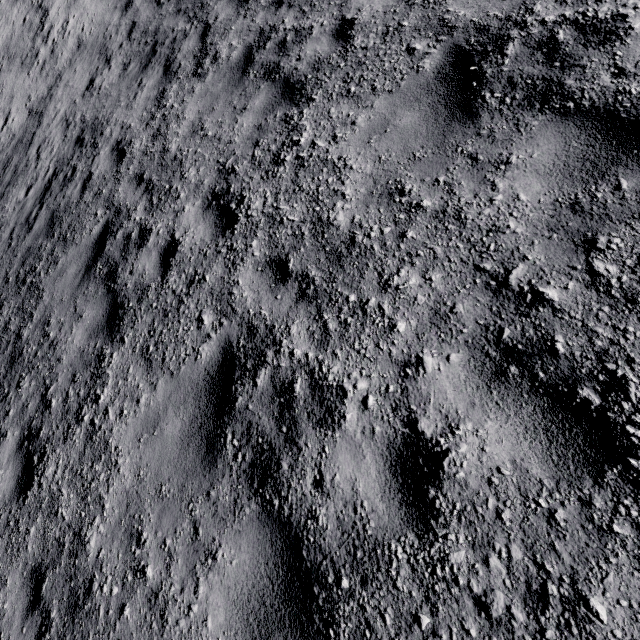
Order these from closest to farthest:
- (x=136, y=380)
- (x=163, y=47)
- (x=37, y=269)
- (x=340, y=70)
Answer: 1. (x=136, y=380)
2. (x=340, y=70)
3. (x=37, y=269)
4. (x=163, y=47)
